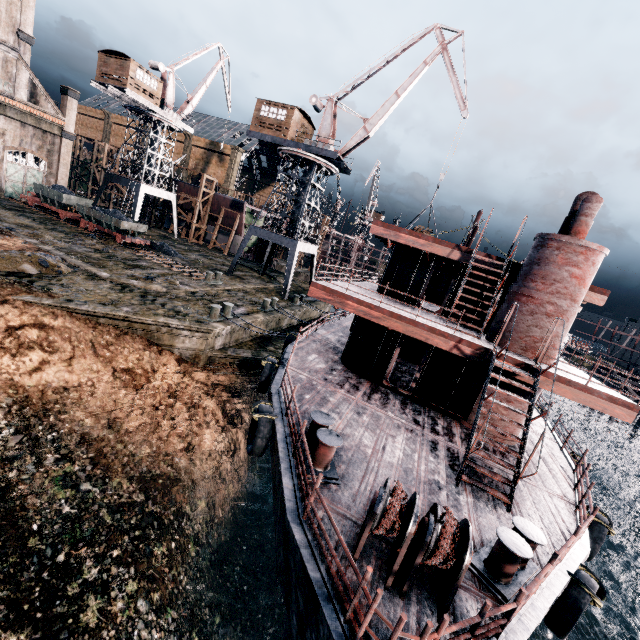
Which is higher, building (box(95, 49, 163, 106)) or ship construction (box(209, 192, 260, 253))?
building (box(95, 49, 163, 106))

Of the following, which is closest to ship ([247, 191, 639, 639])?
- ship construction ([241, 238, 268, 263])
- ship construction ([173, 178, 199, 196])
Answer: ship construction ([241, 238, 268, 263])

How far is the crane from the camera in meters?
27.6

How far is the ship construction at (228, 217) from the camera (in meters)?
47.66

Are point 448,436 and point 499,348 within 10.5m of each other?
yes

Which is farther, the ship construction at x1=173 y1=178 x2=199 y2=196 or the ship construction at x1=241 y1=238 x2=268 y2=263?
the ship construction at x1=241 y1=238 x2=268 y2=263

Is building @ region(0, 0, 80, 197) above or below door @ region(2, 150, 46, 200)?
above

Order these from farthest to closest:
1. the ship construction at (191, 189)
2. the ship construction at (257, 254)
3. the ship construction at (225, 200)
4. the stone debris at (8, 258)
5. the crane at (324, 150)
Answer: the ship construction at (257, 254)
the ship construction at (191, 189)
the ship construction at (225, 200)
the crane at (324, 150)
the stone debris at (8, 258)
